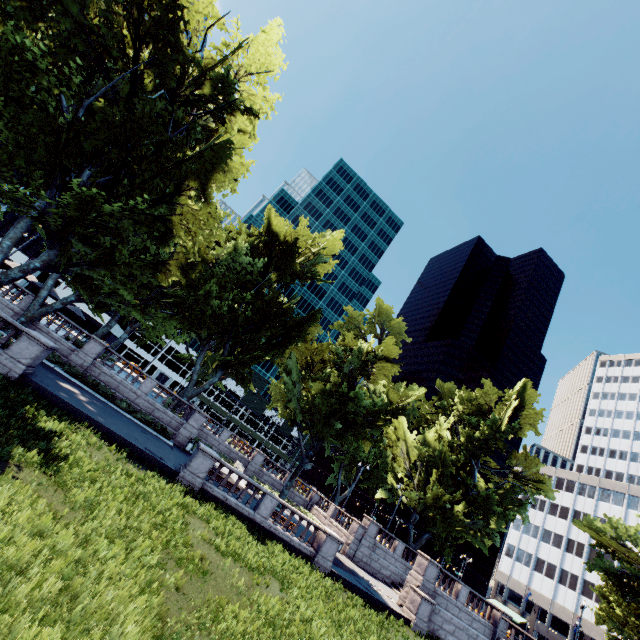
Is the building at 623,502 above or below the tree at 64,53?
above

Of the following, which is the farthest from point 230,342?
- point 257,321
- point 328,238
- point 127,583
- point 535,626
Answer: point 535,626

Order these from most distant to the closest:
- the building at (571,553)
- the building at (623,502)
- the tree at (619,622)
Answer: the building at (623,502) < the building at (571,553) < the tree at (619,622)

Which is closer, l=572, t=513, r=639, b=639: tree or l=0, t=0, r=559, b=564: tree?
l=0, t=0, r=559, b=564: tree

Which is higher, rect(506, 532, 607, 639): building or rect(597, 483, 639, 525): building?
rect(597, 483, 639, 525): building

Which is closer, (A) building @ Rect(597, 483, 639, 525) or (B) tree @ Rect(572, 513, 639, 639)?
(B) tree @ Rect(572, 513, 639, 639)

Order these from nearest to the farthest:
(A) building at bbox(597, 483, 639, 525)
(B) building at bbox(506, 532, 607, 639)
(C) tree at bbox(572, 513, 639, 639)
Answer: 1. (C) tree at bbox(572, 513, 639, 639)
2. (B) building at bbox(506, 532, 607, 639)
3. (A) building at bbox(597, 483, 639, 525)
